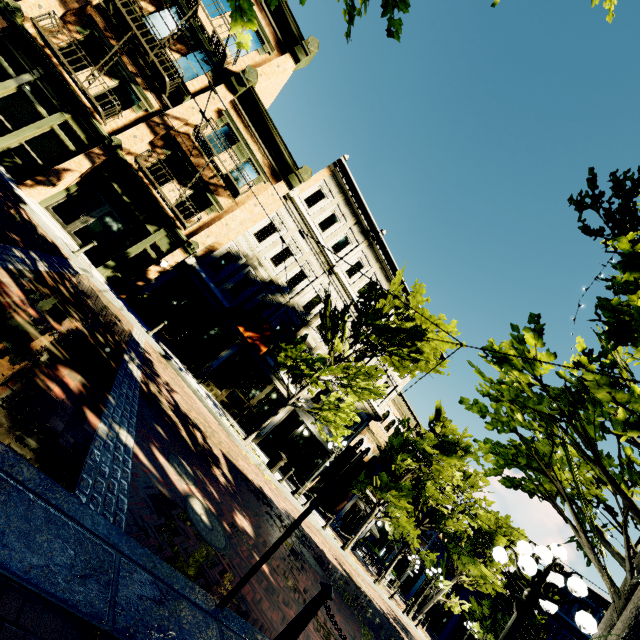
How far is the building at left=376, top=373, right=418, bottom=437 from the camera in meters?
22.8 m

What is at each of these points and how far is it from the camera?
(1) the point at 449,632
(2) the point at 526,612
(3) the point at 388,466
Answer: (1) building, 34.5 meters
(2) light, 4.8 meters
(3) tree, 19.4 meters

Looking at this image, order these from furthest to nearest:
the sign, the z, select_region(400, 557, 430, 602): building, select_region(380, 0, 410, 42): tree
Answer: select_region(400, 557, 430, 602): building → the z → the sign → select_region(380, 0, 410, 42): tree

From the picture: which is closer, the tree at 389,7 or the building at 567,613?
the tree at 389,7

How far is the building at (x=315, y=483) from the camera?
20.8 meters

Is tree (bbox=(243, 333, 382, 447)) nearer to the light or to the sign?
the light

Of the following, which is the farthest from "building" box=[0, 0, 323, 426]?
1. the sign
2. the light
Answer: the light

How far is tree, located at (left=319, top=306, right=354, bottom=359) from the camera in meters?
15.4 m
